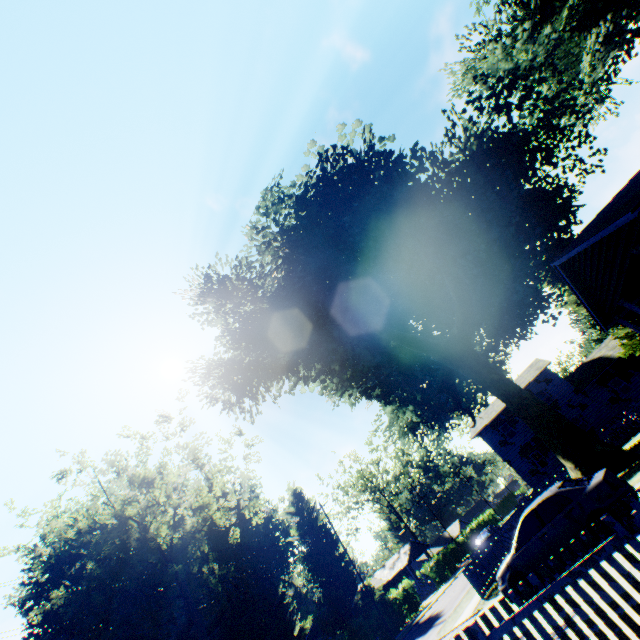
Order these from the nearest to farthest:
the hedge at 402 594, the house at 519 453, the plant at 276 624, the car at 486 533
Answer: the car at 486 533, the hedge at 402 594, the house at 519 453, the plant at 276 624

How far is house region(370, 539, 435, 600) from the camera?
48.5 meters

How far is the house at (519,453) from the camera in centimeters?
3138cm

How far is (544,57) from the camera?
15.57m

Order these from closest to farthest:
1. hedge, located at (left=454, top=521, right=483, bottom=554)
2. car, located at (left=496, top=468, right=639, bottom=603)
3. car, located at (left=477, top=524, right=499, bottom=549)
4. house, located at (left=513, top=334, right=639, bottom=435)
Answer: car, located at (left=496, top=468, right=639, bottom=603) → car, located at (left=477, top=524, right=499, bottom=549) → house, located at (left=513, top=334, right=639, bottom=435) → hedge, located at (left=454, top=521, right=483, bottom=554)

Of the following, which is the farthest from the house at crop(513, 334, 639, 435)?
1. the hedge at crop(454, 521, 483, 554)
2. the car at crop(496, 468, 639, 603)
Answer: the car at crop(496, 468, 639, 603)

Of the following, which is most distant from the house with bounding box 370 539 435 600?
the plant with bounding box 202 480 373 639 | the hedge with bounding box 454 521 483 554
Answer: the plant with bounding box 202 480 373 639

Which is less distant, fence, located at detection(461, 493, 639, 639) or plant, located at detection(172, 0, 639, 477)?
fence, located at detection(461, 493, 639, 639)
